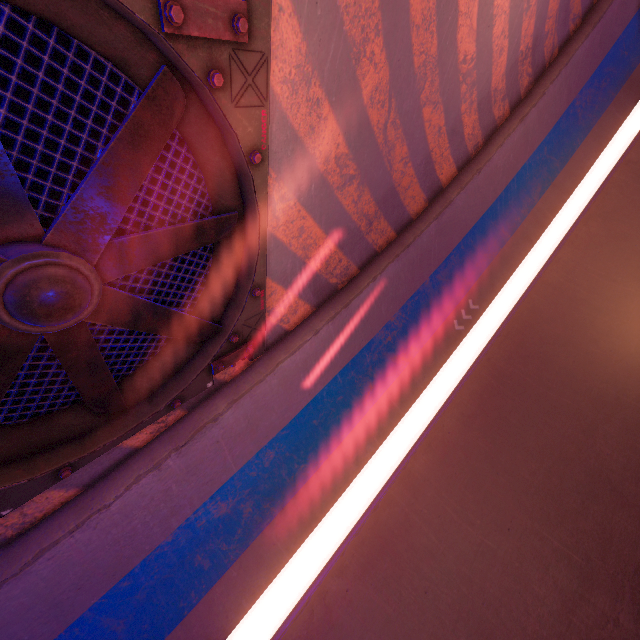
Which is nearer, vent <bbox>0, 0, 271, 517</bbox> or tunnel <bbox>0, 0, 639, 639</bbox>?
vent <bbox>0, 0, 271, 517</bbox>

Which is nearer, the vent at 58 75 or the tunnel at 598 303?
the vent at 58 75

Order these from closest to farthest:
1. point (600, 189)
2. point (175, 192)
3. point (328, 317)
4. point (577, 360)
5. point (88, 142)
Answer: point (88, 142)
point (175, 192)
point (328, 317)
point (577, 360)
point (600, 189)
